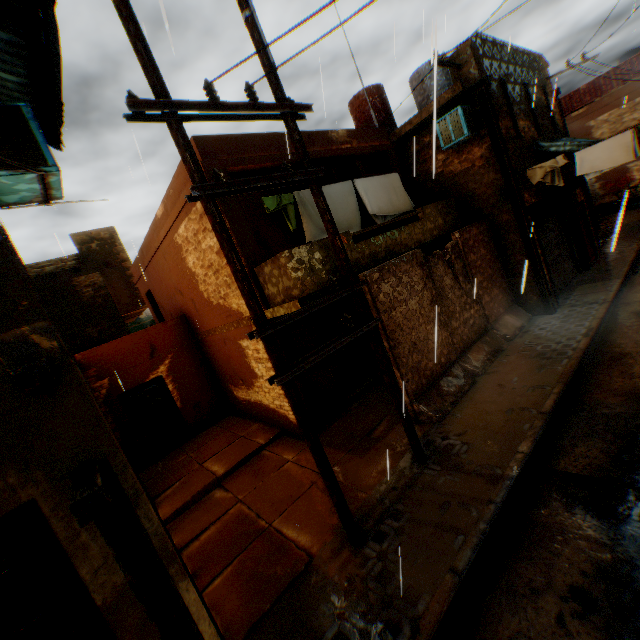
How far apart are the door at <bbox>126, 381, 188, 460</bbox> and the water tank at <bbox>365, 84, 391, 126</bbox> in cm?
1258

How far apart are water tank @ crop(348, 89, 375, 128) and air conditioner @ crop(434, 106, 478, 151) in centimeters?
441cm

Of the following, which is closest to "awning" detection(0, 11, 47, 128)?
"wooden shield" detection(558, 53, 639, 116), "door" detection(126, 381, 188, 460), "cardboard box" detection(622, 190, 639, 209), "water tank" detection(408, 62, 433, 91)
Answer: "door" detection(126, 381, 188, 460)

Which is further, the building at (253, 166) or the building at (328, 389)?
the building at (328, 389)

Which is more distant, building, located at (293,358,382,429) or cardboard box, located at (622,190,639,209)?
cardboard box, located at (622,190,639,209)

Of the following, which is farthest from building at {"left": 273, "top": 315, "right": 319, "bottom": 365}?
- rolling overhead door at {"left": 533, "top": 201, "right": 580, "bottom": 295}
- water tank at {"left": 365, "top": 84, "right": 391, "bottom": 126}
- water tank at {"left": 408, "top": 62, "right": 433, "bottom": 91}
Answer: water tank at {"left": 365, "top": 84, "right": 391, "bottom": 126}

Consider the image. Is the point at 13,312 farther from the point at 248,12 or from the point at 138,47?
the point at 248,12

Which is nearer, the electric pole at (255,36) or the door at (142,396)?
the electric pole at (255,36)
